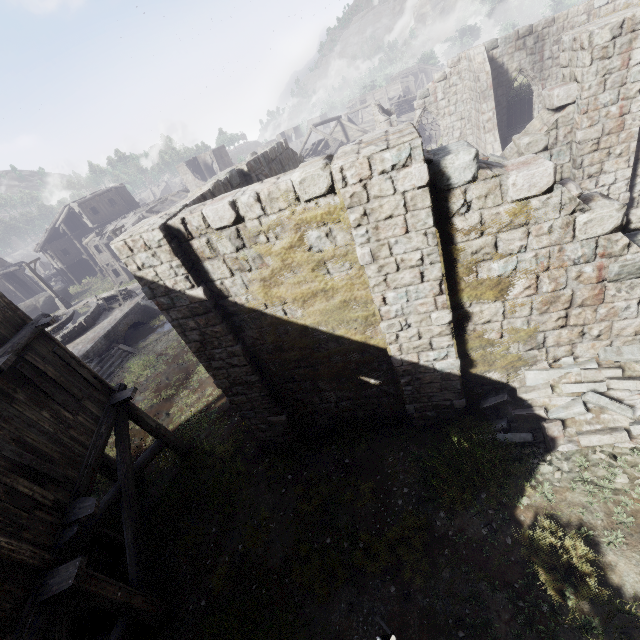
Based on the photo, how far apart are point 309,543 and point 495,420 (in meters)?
5.16

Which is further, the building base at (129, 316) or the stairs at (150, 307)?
the stairs at (150, 307)

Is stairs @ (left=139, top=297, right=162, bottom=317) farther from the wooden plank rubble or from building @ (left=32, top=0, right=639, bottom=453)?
the wooden plank rubble

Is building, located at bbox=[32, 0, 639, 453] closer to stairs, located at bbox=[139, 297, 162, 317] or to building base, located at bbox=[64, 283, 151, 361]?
stairs, located at bbox=[139, 297, 162, 317]

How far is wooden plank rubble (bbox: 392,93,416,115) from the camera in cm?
4344

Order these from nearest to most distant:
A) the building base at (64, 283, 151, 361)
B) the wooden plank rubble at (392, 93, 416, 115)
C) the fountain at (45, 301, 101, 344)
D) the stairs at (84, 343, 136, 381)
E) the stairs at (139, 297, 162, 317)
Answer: the stairs at (84, 343, 136, 381) < the building base at (64, 283, 151, 361) < the fountain at (45, 301, 101, 344) < the stairs at (139, 297, 162, 317) < the wooden plank rubble at (392, 93, 416, 115)

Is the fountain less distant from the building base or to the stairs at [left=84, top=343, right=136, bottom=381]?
the building base

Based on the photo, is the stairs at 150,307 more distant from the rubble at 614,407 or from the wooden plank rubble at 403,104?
the wooden plank rubble at 403,104
